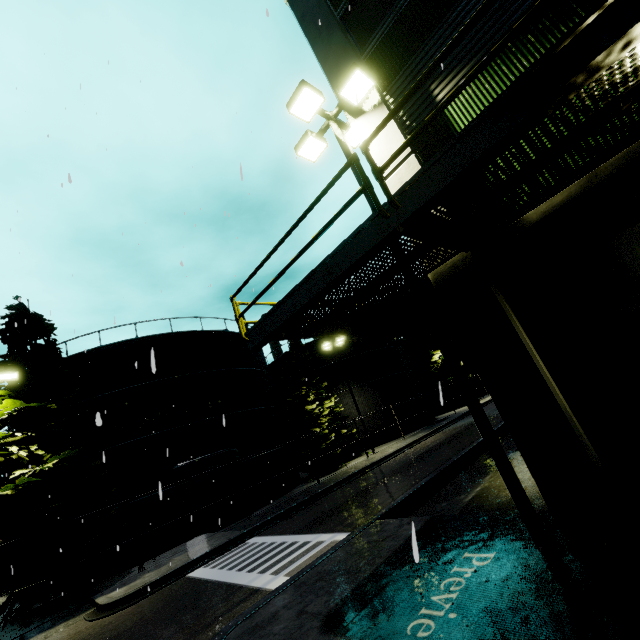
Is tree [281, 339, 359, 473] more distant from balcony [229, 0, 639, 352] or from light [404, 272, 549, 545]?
light [404, 272, 549, 545]

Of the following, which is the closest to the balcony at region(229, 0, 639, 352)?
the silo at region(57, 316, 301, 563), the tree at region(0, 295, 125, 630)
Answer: the silo at region(57, 316, 301, 563)

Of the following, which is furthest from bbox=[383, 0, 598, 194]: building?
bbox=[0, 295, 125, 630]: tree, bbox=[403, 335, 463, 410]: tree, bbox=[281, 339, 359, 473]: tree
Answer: bbox=[281, 339, 359, 473]: tree

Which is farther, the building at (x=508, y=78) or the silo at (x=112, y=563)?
the silo at (x=112, y=563)

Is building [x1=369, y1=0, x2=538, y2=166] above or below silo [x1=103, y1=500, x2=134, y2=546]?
above

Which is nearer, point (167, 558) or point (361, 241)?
point (361, 241)

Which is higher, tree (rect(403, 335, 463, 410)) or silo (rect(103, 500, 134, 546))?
tree (rect(403, 335, 463, 410))

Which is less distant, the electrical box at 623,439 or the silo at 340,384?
the electrical box at 623,439
